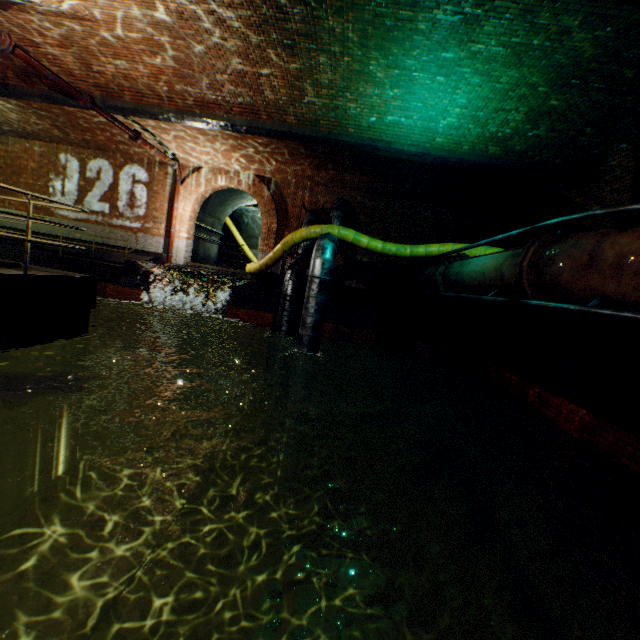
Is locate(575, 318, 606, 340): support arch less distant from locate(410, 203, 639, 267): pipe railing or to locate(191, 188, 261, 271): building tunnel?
locate(410, 203, 639, 267): pipe railing

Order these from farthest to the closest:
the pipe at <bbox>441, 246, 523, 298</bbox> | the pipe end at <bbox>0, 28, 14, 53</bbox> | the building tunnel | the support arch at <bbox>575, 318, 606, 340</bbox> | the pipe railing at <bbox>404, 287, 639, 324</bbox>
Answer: the building tunnel
the support arch at <bbox>575, 318, 606, 340</bbox>
the pipe end at <bbox>0, 28, 14, 53</bbox>
the pipe at <bbox>441, 246, 523, 298</bbox>
the pipe railing at <bbox>404, 287, 639, 324</bbox>

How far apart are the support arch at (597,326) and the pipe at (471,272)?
3.13m

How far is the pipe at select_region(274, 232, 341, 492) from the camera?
8.2m

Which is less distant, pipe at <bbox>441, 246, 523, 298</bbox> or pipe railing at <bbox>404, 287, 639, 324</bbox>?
pipe railing at <bbox>404, 287, 639, 324</bbox>

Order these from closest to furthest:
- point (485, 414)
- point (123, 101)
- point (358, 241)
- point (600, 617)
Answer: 1. point (600, 617)
2. point (123, 101)
3. point (485, 414)
4. point (358, 241)

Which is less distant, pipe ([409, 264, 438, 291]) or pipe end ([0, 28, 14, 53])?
pipe end ([0, 28, 14, 53])

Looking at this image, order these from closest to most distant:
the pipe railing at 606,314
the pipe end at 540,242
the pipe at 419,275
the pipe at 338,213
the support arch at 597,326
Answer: the pipe railing at 606,314, the pipe end at 540,242, the support arch at 597,326, the pipe at 419,275, the pipe at 338,213
